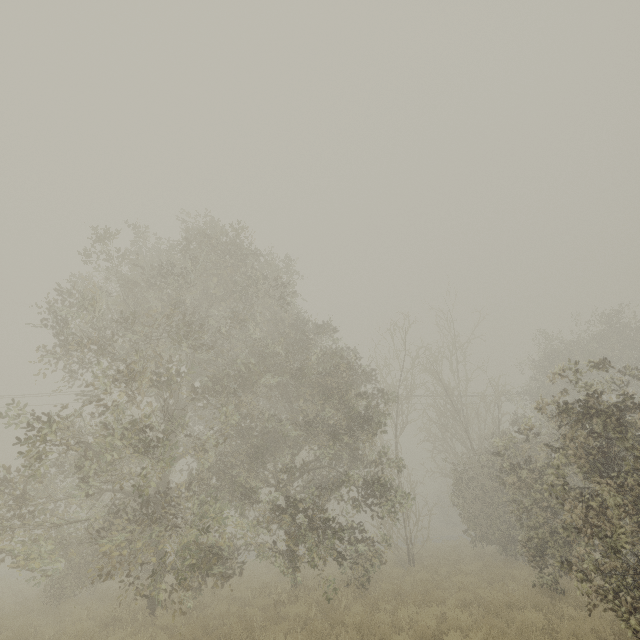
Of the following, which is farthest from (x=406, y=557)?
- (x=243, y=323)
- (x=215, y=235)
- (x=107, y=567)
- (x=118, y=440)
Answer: (x=215, y=235)
